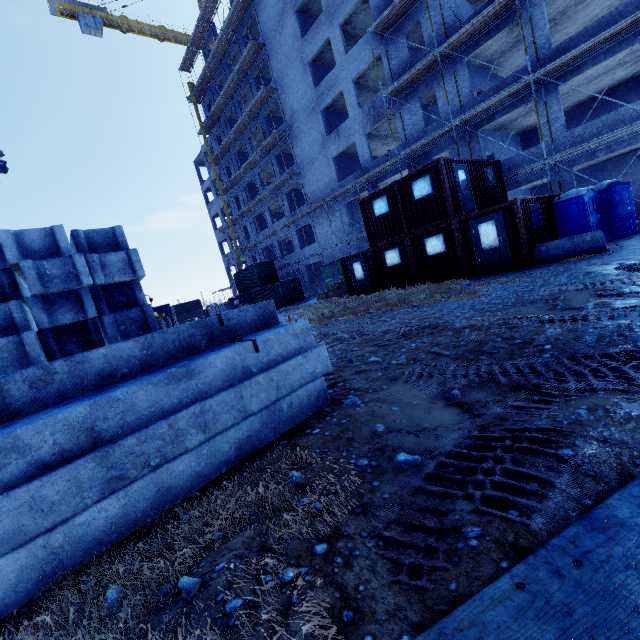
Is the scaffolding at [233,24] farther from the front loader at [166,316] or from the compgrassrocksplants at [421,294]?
the front loader at [166,316]

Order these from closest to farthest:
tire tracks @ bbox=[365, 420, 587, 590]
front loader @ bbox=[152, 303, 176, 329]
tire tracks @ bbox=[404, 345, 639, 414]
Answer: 1. tire tracks @ bbox=[365, 420, 587, 590]
2. tire tracks @ bbox=[404, 345, 639, 414]
3. front loader @ bbox=[152, 303, 176, 329]

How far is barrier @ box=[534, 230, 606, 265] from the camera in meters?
10.7 m

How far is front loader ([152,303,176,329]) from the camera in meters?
13.8

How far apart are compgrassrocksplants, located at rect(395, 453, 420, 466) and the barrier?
12.1m

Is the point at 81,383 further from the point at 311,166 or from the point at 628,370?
the point at 311,166

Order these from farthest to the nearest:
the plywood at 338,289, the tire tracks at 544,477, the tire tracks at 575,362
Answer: the plywood at 338,289 → the tire tracks at 575,362 → the tire tracks at 544,477

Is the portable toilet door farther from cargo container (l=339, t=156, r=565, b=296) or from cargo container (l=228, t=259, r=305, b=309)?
cargo container (l=228, t=259, r=305, b=309)
